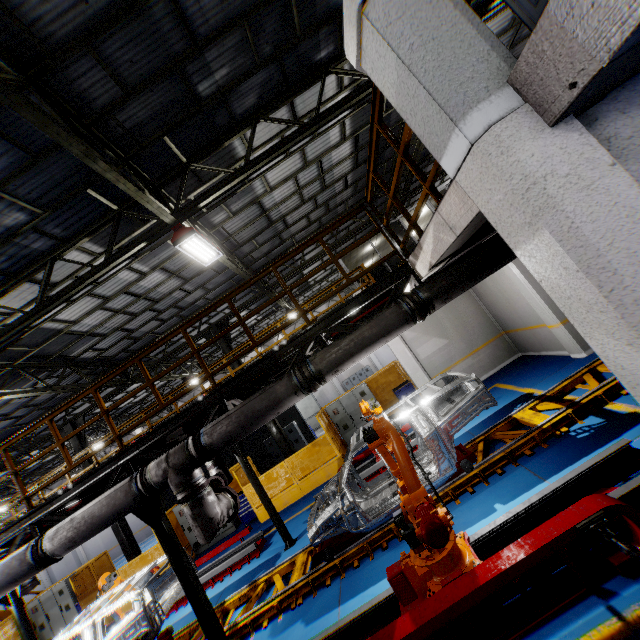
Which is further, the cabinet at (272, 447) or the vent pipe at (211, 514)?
the cabinet at (272, 447)

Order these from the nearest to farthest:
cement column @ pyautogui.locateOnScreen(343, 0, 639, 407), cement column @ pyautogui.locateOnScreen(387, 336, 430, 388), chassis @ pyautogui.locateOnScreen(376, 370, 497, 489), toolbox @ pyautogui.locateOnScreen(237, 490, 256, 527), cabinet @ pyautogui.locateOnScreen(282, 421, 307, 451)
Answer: cement column @ pyautogui.locateOnScreen(343, 0, 639, 407) < chassis @ pyautogui.locateOnScreen(376, 370, 497, 489) < cement column @ pyautogui.locateOnScreen(387, 336, 430, 388) < toolbox @ pyautogui.locateOnScreen(237, 490, 256, 527) < cabinet @ pyautogui.locateOnScreen(282, 421, 307, 451)

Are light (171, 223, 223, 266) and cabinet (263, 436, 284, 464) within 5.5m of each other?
no

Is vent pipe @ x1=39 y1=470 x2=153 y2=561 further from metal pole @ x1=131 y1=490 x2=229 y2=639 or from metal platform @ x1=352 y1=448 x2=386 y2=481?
metal platform @ x1=352 y1=448 x2=386 y2=481

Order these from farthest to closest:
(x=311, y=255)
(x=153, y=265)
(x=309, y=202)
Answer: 1. (x=311, y=255)
2. (x=309, y=202)
3. (x=153, y=265)

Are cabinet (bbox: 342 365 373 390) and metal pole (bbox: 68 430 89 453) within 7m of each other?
no

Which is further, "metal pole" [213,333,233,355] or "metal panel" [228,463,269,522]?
"metal pole" [213,333,233,355]

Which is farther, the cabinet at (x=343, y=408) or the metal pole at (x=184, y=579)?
the cabinet at (x=343, y=408)
